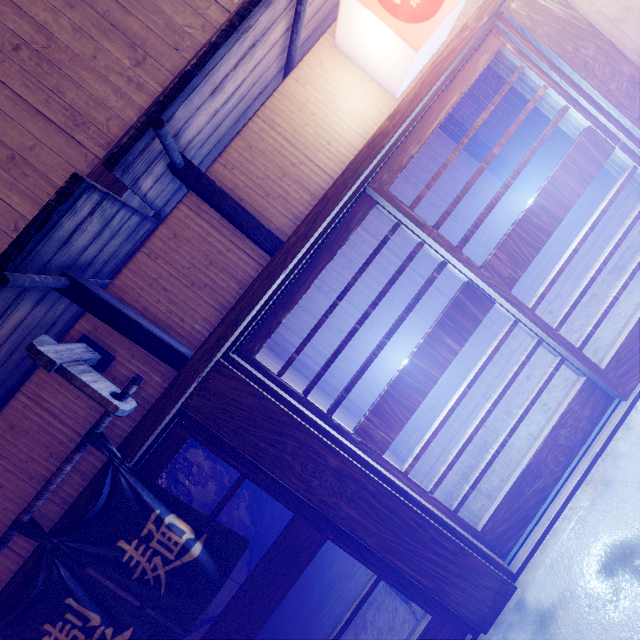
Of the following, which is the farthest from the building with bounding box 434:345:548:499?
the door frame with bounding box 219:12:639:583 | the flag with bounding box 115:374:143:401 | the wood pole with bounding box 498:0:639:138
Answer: the flag with bounding box 115:374:143:401

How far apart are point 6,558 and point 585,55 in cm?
1080

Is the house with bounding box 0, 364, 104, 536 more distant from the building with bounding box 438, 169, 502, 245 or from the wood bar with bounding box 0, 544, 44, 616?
the building with bounding box 438, 169, 502, 245

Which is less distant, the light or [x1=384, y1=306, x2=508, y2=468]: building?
the light

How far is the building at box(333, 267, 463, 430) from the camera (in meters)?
11.91

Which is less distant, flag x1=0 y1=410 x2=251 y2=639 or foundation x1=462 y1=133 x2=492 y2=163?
flag x1=0 y1=410 x2=251 y2=639

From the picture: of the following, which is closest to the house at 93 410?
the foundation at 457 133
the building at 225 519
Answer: the building at 225 519

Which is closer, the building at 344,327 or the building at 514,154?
the building at 514,154
